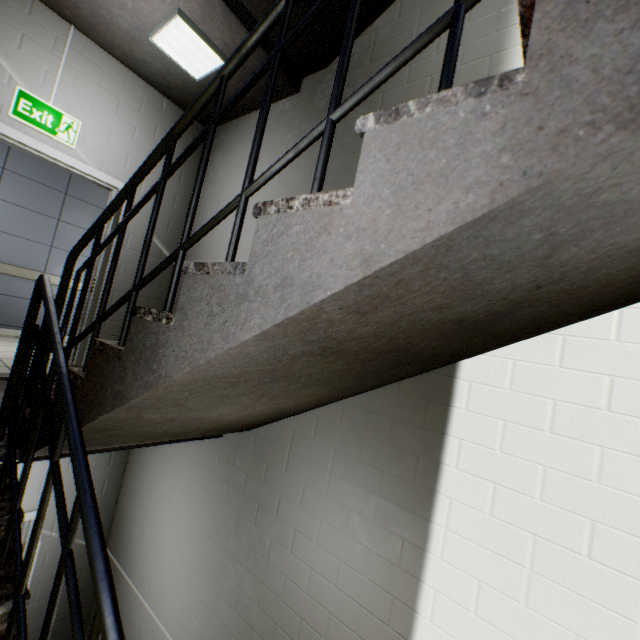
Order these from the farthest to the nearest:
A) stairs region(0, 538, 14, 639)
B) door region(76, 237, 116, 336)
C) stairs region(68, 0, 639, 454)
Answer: door region(76, 237, 116, 336) → stairs region(0, 538, 14, 639) → stairs region(68, 0, 639, 454)

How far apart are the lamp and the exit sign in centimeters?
104cm

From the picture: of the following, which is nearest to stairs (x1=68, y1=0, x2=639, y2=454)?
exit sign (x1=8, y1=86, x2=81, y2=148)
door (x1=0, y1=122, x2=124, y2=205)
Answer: door (x1=0, y1=122, x2=124, y2=205)

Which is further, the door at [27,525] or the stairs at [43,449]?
the door at [27,525]

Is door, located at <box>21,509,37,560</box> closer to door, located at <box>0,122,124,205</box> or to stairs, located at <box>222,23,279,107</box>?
stairs, located at <box>222,23,279,107</box>

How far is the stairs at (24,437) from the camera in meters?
1.7 m

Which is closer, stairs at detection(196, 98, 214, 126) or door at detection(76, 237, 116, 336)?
door at detection(76, 237, 116, 336)

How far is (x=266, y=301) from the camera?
0.8m
